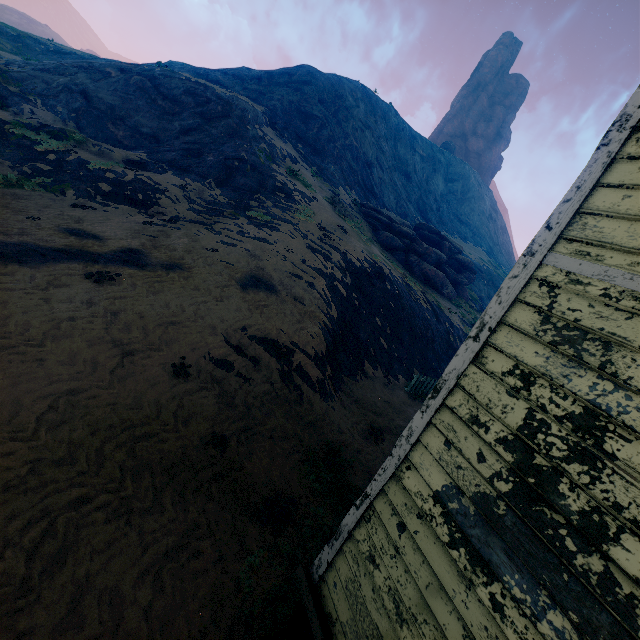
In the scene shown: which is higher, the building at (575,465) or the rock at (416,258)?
the rock at (416,258)

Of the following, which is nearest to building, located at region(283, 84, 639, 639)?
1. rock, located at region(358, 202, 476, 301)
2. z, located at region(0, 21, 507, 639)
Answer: z, located at region(0, 21, 507, 639)

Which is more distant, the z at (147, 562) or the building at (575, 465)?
the z at (147, 562)

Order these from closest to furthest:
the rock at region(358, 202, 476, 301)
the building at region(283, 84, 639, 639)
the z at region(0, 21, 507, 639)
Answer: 1. the building at region(283, 84, 639, 639)
2. the z at region(0, 21, 507, 639)
3. the rock at region(358, 202, 476, 301)

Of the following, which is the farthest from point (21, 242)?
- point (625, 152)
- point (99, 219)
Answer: point (625, 152)

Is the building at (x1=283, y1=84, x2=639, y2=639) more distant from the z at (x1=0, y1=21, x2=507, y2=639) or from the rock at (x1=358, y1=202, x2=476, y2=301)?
the rock at (x1=358, y1=202, x2=476, y2=301)
